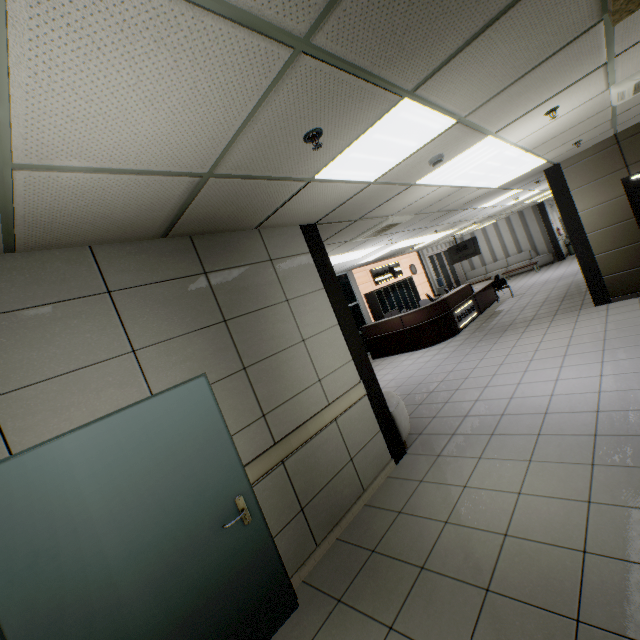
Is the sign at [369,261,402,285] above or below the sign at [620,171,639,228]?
above

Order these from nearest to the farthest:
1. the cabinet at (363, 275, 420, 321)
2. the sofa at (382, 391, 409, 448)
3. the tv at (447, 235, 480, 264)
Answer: the sofa at (382, 391, 409, 448) < the cabinet at (363, 275, 420, 321) < the tv at (447, 235, 480, 264)

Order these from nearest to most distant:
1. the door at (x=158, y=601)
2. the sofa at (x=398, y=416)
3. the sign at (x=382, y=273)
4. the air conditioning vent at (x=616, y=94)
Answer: the door at (x=158, y=601) < the air conditioning vent at (x=616, y=94) < the sofa at (x=398, y=416) < the sign at (x=382, y=273)

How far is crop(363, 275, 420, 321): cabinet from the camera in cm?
1259

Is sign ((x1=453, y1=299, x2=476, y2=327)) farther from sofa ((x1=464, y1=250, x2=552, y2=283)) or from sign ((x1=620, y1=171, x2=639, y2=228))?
sofa ((x1=464, y1=250, x2=552, y2=283))

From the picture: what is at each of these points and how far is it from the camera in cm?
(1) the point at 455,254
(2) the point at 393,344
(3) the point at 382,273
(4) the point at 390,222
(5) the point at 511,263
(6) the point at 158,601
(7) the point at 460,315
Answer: (1) tv, 1523
(2) desk, 1022
(3) sign, 1410
(4) air conditioning vent, 586
(5) sofa, 1839
(6) door, 206
(7) sign, 1012

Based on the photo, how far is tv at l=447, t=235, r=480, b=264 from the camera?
14.5 meters

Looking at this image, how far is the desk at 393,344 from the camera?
9.5 meters
